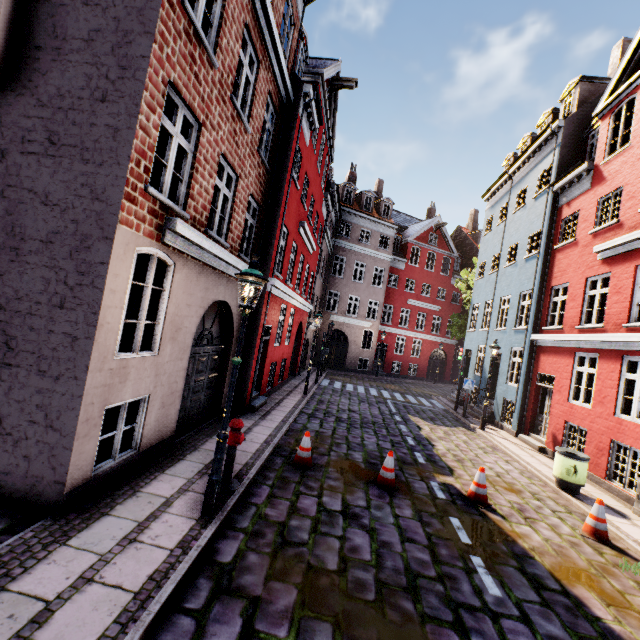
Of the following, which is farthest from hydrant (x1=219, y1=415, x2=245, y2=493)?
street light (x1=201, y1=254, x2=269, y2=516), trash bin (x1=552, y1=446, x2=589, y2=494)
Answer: trash bin (x1=552, y1=446, x2=589, y2=494)

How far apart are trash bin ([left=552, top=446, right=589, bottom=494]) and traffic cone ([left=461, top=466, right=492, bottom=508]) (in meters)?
2.78

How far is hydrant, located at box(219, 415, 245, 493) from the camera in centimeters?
557cm

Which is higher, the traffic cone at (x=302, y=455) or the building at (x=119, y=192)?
the building at (x=119, y=192)

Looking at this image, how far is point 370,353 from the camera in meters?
28.5

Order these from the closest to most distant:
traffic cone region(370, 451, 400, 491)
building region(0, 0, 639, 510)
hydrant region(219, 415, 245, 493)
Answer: building region(0, 0, 639, 510) → hydrant region(219, 415, 245, 493) → traffic cone region(370, 451, 400, 491)

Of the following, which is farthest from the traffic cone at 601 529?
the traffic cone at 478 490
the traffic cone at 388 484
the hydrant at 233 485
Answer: the hydrant at 233 485

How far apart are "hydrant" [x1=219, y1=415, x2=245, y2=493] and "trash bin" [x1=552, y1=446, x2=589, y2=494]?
8.3m
